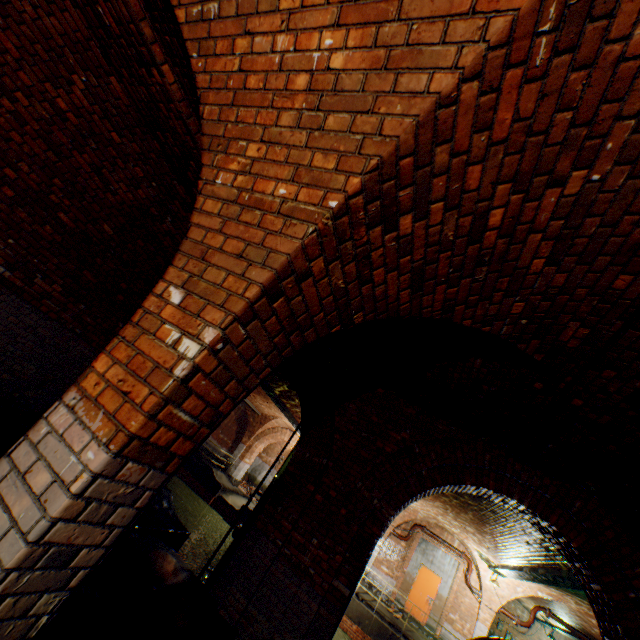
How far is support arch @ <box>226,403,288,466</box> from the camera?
21.0 meters

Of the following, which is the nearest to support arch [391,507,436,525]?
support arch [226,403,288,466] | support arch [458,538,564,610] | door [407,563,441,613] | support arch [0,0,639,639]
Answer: support arch [458,538,564,610]

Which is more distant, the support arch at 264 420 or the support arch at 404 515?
the support arch at 264 420

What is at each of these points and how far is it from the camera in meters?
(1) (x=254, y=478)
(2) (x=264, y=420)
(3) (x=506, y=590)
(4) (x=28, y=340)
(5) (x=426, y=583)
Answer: (1) building tunnel, 25.3 m
(2) support arch, 21.4 m
(3) support arch, 14.5 m
(4) building tunnel, 5.2 m
(5) door, 15.7 m

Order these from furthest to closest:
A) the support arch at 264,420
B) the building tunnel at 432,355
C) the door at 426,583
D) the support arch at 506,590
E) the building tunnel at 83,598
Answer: the support arch at 264,420 → the door at 426,583 → the support arch at 506,590 → the building tunnel at 83,598 → the building tunnel at 432,355

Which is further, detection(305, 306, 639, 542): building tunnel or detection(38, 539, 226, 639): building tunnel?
detection(38, 539, 226, 639): building tunnel

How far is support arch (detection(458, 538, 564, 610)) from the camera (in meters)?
13.83

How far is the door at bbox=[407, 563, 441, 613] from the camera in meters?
15.3
